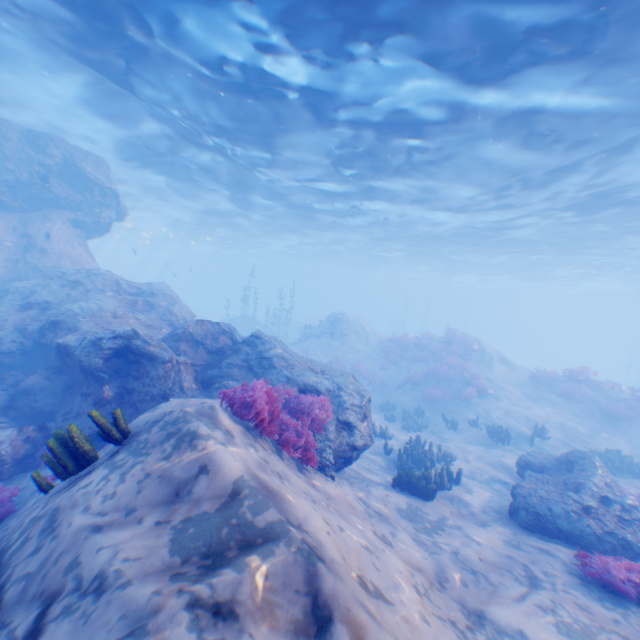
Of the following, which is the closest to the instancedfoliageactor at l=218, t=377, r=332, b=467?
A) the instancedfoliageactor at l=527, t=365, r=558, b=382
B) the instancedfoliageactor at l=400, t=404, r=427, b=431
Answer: the instancedfoliageactor at l=400, t=404, r=427, b=431

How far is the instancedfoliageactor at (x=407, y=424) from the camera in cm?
1683

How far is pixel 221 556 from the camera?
2.95m

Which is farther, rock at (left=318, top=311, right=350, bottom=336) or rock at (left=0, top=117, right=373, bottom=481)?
rock at (left=318, top=311, right=350, bottom=336)

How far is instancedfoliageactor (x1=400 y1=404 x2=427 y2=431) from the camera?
16.8m

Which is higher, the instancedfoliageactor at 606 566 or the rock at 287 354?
the rock at 287 354

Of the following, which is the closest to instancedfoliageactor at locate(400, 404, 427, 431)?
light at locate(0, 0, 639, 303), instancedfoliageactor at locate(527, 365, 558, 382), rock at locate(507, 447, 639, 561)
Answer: rock at locate(507, 447, 639, 561)

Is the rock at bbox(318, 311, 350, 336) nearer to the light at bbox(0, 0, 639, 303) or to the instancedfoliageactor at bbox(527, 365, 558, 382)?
the light at bbox(0, 0, 639, 303)
